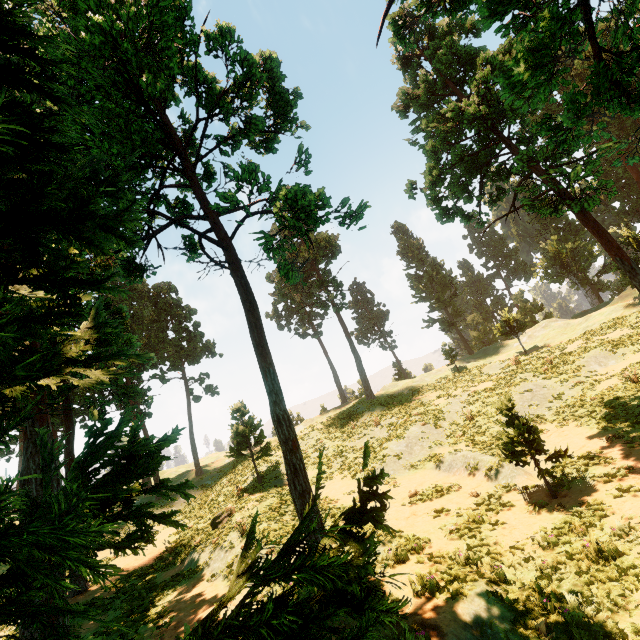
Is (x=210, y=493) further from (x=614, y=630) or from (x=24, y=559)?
(x=24, y=559)

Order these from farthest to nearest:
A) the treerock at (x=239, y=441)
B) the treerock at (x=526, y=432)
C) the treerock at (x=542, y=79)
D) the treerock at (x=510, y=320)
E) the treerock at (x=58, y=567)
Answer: the treerock at (x=510, y=320) → the treerock at (x=239, y=441) → the treerock at (x=526, y=432) → the treerock at (x=542, y=79) → the treerock at (x=58, y=567)

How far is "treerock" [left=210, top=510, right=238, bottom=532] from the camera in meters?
17.4

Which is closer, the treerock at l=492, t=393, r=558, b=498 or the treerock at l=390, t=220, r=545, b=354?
the treerock at l=492, t=393, r=558, b=498

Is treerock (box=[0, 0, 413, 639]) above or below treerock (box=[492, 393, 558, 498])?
above

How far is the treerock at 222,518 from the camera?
17.4 meters
